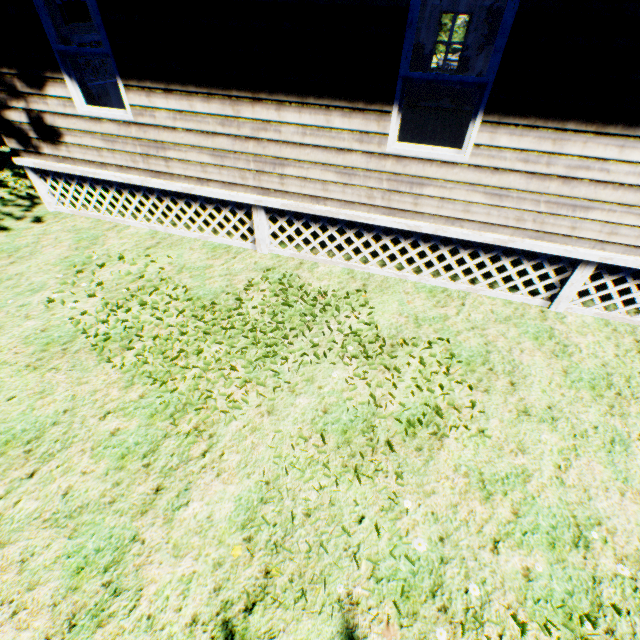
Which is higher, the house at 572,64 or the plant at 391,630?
Result: the house at 572,64

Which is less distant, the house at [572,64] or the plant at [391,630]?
the plant at [391,630]

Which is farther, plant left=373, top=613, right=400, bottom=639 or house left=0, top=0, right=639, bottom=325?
house left=0, top=0, right=639, bottom=325

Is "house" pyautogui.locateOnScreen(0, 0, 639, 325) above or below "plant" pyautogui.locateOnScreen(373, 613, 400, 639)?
above

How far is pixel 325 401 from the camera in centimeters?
371cm
